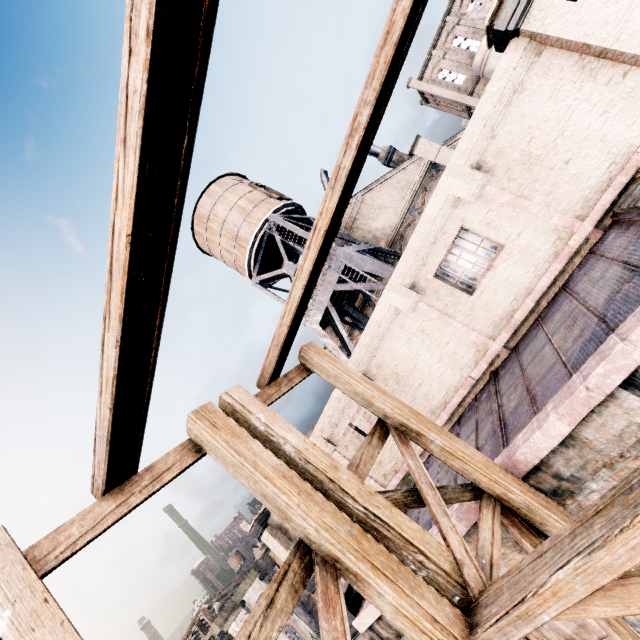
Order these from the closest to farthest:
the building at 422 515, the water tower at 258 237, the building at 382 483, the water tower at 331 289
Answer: the building at 422 515 → the building at 382 483 → the water tower at 331 289 → the water tower at 258 237

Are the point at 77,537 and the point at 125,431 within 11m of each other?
yes

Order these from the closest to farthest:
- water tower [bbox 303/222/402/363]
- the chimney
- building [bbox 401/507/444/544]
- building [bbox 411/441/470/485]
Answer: building [bbox 401/507/444/544]
building [bbox 411/441/470/485]
water tower [bbox 303/222/402/363]
the chimney

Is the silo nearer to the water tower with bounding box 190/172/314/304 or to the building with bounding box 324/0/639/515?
the building with bounding box 324/0/639/515

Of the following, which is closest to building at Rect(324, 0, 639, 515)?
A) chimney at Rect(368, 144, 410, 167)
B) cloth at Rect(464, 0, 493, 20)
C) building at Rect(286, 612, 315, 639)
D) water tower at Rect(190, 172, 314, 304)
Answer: chimney at Rect(368, 144, 410, 167)

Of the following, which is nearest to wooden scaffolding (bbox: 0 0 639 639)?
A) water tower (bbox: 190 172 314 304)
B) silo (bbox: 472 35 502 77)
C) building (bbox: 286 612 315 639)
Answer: water tower (bbox: 190 172 314 304)

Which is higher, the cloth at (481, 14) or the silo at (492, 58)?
the cloth at (481, 14)

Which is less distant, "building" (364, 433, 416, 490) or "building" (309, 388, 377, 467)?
"building" (364, 433, 416, 490)
